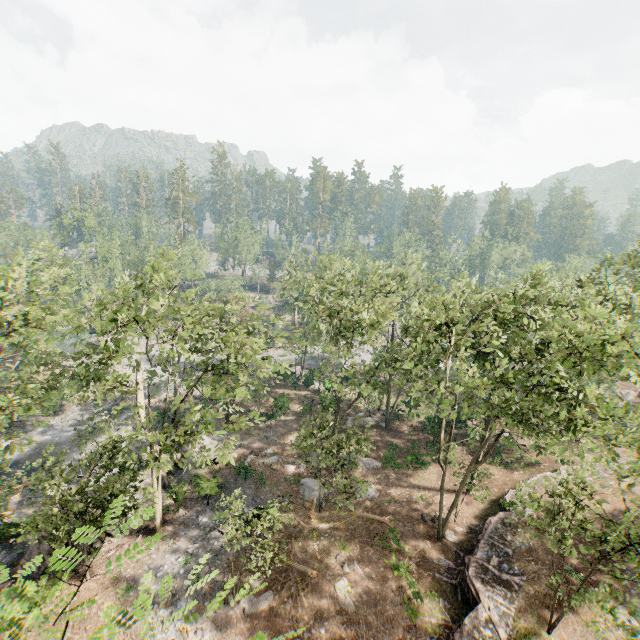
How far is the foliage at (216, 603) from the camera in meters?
5.0 m

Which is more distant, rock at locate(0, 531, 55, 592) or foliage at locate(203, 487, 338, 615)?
rock at locate(0, 531, 55, 592)

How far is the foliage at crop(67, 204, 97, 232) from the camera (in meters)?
42.25

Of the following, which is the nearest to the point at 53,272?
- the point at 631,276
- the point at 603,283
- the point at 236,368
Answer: the point at 236,368

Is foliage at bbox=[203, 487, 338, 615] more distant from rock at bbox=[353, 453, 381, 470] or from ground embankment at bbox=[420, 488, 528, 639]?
rock at bbox=[353, 453, 381, 470]

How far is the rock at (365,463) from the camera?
31.33m

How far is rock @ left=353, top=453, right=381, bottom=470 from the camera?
31.3 meters

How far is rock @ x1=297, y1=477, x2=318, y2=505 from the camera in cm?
2716
